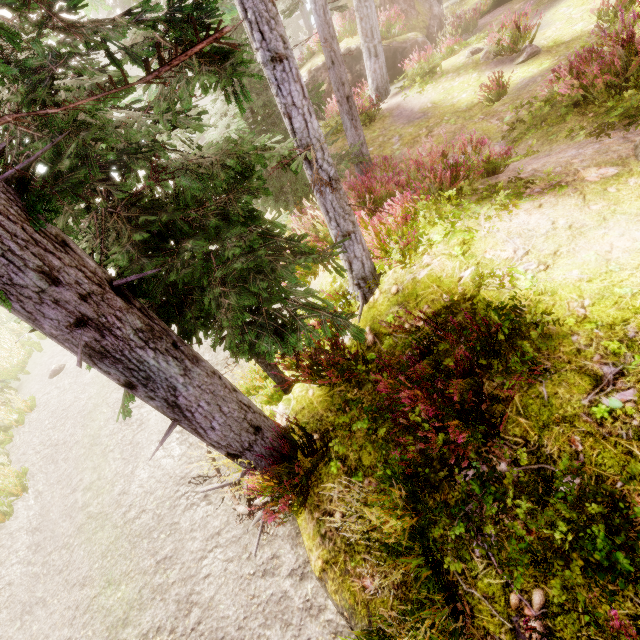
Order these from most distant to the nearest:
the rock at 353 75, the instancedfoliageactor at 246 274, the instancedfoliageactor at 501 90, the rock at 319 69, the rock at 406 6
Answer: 1. the rock at 319 69
2. the rock at 353 75
3. the rock at 406 6
4. the instancedfoliageactor at 501 90
5. the instancedfoliageactor at 246 274

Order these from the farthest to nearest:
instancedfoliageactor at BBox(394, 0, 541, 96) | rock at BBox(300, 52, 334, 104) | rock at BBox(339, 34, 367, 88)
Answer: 1. rock at BBox(300, 52, 334, 104)
2. rock at BBox(339, 34, 367, 88)
3. instancedfoliageactor at BBox(394, 0, 541, 96)

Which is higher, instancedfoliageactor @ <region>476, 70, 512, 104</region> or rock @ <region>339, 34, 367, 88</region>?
rock @ <region>339, 34, 367, 88</region>

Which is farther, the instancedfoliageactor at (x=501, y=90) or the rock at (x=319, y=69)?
the rock at (x=319, y=69)

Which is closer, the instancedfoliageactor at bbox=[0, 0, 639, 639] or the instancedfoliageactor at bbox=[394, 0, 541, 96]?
the instancedfoliageactor at bbox=[0, 0, 639, 639]

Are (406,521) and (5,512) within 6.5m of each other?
no

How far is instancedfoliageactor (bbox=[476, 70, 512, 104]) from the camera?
8.68m
